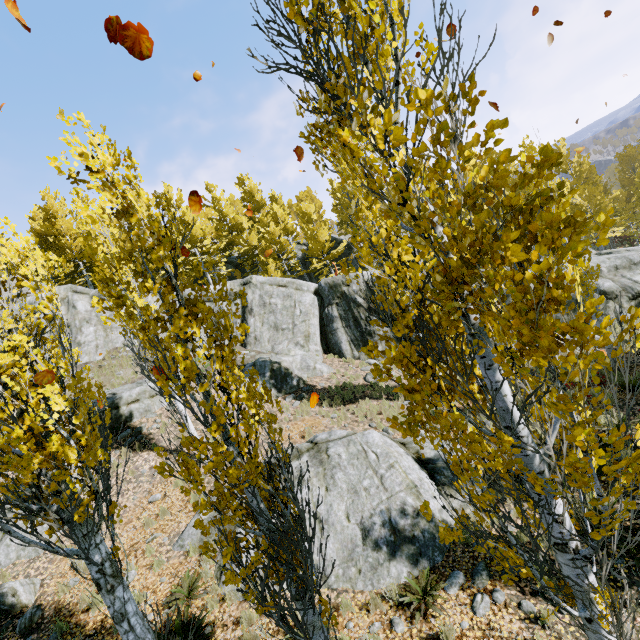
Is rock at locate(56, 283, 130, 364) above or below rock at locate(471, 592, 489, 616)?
above

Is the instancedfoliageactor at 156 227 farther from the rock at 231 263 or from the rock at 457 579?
the rock at 457 579

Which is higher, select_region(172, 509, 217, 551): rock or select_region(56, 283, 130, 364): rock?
select_region(56, 283, 130, 364): rock

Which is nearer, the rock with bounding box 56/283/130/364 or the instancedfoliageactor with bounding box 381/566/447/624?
the instancedfoliageactor with bounding box 381/566/447/624

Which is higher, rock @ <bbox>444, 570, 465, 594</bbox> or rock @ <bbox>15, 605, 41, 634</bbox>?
rock @ <bbox>15, 605, 41, 634</bbox>

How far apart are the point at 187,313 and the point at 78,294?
20.5m

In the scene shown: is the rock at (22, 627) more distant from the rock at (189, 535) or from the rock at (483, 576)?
the rock at (483, 576)

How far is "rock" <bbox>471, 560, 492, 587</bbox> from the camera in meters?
Result: 6.0
